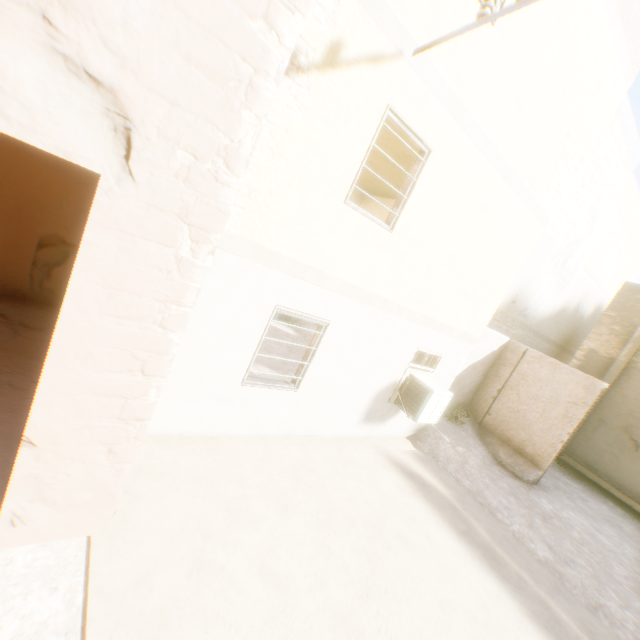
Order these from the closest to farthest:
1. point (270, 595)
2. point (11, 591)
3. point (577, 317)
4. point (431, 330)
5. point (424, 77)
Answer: point (11, 591)
point (270, 595)
point (424, 77)
point (431, 330)
point (577, 317)
